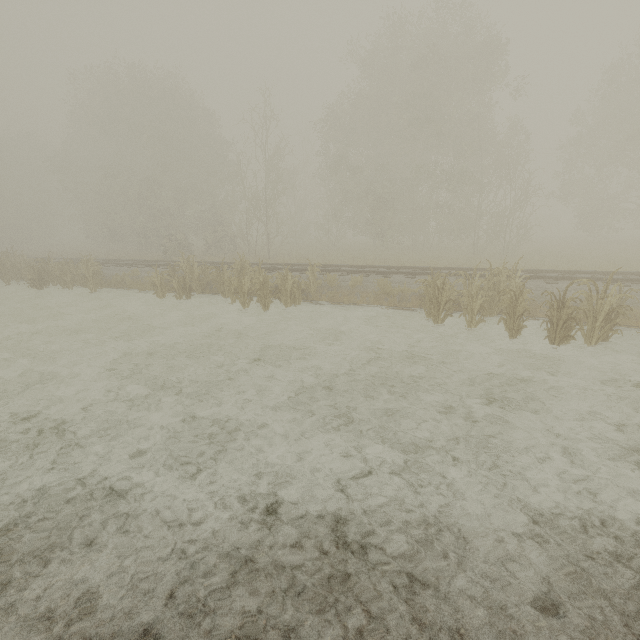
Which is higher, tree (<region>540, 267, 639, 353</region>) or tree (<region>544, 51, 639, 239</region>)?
tree (<region>544, 51, 639, 239</region>)

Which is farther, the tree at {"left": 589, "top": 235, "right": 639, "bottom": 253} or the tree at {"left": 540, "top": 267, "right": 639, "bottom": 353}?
the tree at {"left": 589, "top": 235, "right": 639, "bottom": 253}

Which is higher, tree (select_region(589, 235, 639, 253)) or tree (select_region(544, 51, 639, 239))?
tree (select_region(544, 51, 639, 239))

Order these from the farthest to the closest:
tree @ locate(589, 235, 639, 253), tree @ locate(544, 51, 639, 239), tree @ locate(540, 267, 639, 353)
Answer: tree @ locate(544, 51, 639, 239) < tree @ locate(589, 235, 639, 253) < tree @ locate(540, 267, 639, 353)

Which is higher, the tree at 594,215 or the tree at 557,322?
the tree at 594,215

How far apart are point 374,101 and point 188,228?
19.9m

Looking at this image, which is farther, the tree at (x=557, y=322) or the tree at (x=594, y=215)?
the tree at (x=594, y=215)
